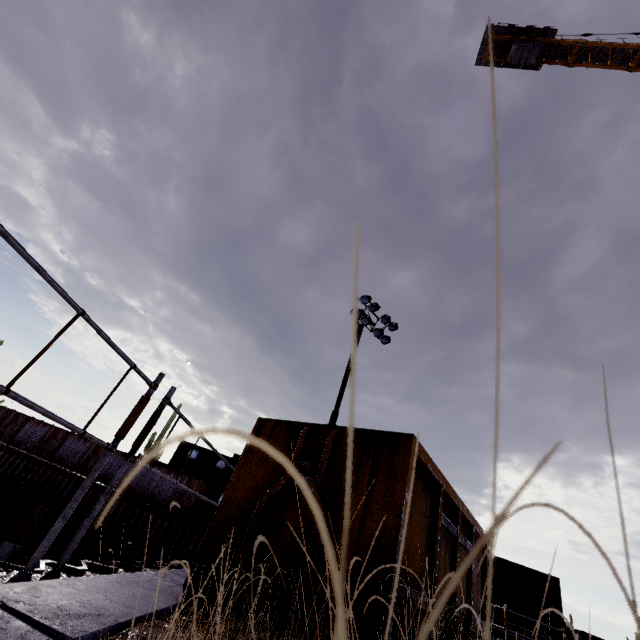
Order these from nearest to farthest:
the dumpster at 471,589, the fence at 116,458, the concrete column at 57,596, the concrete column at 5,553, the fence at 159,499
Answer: the concrete column at 57,596, the dumpster at 471,589, the concrete column at 5,553, the fence at 159,499, the fence at 116,458

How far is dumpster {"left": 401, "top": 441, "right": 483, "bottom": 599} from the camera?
2.70m

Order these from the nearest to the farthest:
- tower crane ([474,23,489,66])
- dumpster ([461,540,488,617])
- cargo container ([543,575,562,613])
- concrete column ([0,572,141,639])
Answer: concrete column ([0,572,141,639]), dumpster ([461,540,488,617]), cargo container ([543,575,562,613]), tower crane ([474,23,489,66])

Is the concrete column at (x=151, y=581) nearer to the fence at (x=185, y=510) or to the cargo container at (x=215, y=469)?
the cargo container at (x=215, y=469)

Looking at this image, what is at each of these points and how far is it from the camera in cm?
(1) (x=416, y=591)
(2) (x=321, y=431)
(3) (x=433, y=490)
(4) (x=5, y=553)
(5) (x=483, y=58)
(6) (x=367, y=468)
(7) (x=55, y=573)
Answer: (1) dumpster, 249
(2) dumpster, 319
(3) dumpster, 320
(4) concrete column, 1460
(5) tower crane, 3472
(6) dumpster, 271
(7) scaffolding, 207

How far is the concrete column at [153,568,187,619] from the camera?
2.3 meters

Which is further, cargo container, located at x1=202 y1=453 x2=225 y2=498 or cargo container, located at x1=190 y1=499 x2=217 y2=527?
cargo container, located at x1=202 y1=453 x2=225 y2=498

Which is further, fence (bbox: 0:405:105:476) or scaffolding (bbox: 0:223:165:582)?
fence (bbox: 0:405:105:476)
